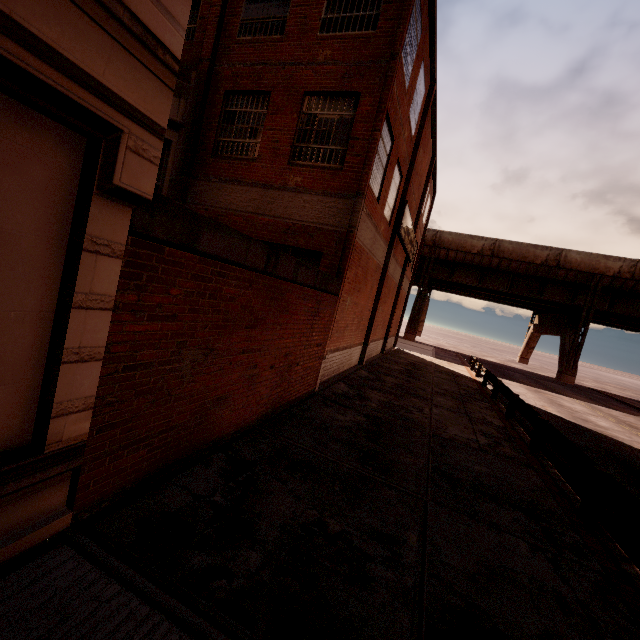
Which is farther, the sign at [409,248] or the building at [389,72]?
the sign at [409,248]

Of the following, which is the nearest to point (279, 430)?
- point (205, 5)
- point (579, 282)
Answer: point (205, 5)

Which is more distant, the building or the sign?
the sign

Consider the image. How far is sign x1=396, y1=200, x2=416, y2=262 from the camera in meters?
15.4

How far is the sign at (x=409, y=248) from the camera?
15.4 meters
